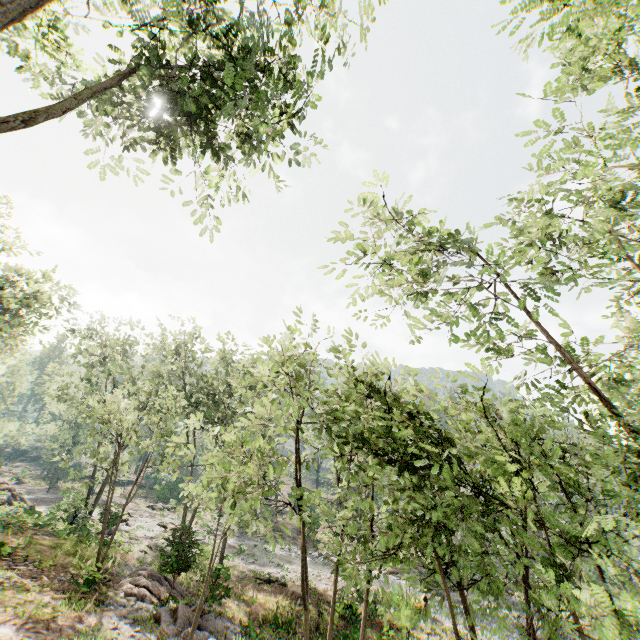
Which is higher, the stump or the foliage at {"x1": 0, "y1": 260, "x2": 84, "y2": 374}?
the foliage at {"x1": 0, "y1": 260, "x2": 84, "y2": 374}

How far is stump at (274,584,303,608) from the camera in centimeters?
1984cm

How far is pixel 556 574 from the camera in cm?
405

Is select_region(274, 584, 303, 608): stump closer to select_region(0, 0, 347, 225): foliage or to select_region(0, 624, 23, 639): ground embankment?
select_region(0, 0, 347, 225): foliage

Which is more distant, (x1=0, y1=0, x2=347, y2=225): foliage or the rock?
the rock

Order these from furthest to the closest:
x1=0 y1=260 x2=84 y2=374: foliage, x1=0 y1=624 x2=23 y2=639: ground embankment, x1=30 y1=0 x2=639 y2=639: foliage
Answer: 1. x1=0 y1=260 x2=84 y2=374: foliage
2. x1=0 y1=624 x2=23 y2=639: ground embankment
3. x1=30 y1=0 x2=639 y2=639: foliage

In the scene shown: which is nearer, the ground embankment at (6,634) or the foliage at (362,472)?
the foliage at (362,472)

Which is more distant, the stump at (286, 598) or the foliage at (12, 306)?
the foliage at (12, 306)
